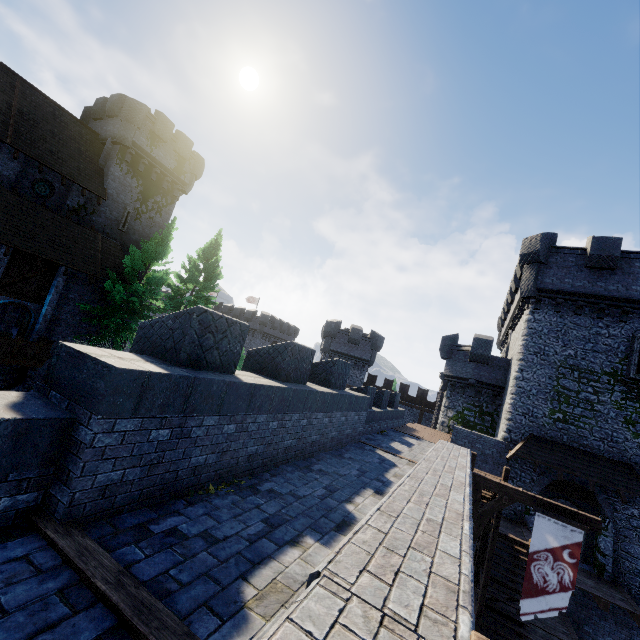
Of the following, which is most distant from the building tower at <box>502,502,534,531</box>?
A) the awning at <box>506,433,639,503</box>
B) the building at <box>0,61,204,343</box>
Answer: the building at <box>0,61,204,343</box>

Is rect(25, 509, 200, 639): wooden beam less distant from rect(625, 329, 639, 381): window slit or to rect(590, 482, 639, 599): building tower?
rect(590, 482, 639, 599): building tower

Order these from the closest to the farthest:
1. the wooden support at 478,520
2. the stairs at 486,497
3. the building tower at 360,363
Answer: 1. the wooden support at 478,520
2. the stairs at 486,497
3. the building tower at 360,363

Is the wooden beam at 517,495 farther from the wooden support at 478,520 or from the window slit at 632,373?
the window slit at 632,373

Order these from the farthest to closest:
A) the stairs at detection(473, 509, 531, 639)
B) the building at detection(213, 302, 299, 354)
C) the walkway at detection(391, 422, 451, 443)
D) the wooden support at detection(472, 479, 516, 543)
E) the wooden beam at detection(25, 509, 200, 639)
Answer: the building at detection(213, 302, 299, 354) < the walkway at detection(391, 422, 451, 443) < the stairs at detection(473, 509, 531, 639) < the wooden support at detection(472, 479, 516, 543) < the wooden beam at detection(25, 509, 200, 639)

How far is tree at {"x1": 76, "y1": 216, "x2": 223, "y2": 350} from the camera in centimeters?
2095cm

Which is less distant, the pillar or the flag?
the flag

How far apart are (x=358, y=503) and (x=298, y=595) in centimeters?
308cm
